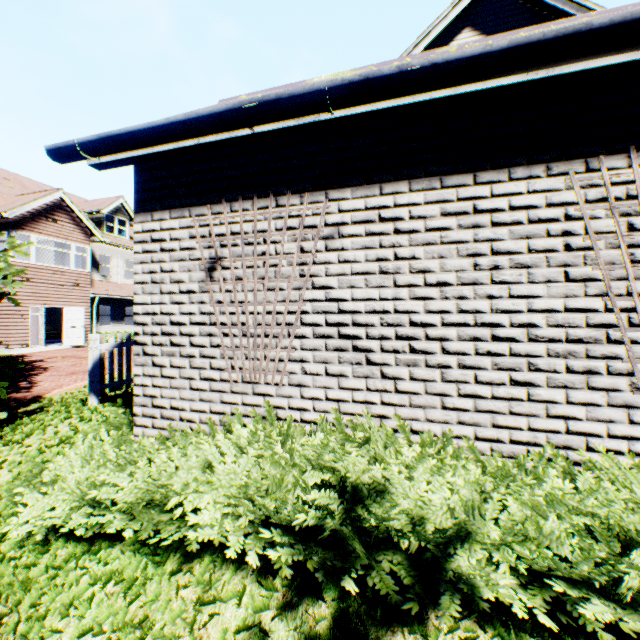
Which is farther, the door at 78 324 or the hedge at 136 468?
the door at 78 324

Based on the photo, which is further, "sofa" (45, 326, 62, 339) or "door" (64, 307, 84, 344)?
"sofa" (45, 326, 62, 339)

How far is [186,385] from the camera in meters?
3.5 m

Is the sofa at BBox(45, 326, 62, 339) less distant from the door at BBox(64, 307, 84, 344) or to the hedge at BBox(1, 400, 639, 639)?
the door at BBox(64, 307, 84, 344)

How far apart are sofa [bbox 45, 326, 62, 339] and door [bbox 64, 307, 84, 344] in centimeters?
605cm

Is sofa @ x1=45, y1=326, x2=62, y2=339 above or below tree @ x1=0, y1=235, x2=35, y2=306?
below

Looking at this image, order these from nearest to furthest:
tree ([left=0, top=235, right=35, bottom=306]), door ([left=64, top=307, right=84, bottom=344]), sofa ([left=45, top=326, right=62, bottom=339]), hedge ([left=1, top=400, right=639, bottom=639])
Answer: hedge ([left=1, top=400, right=639, bottom=639]), tree ([left=0, top=235, right=35, bottom=306]), door ([left=64, top=307, right=84, bottom=344]), sofa ([left=45, top=326, right=62, bottom=339])

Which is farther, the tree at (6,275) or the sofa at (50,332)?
the sofa at (50,332)
